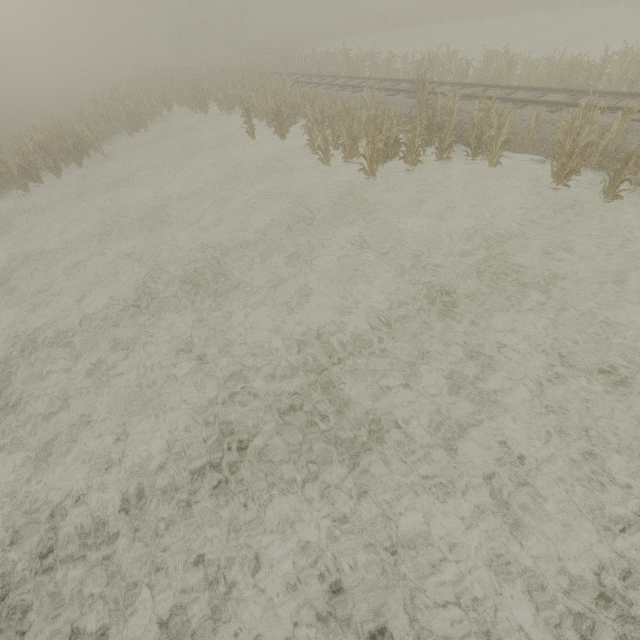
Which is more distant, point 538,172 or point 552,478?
point 538,172
